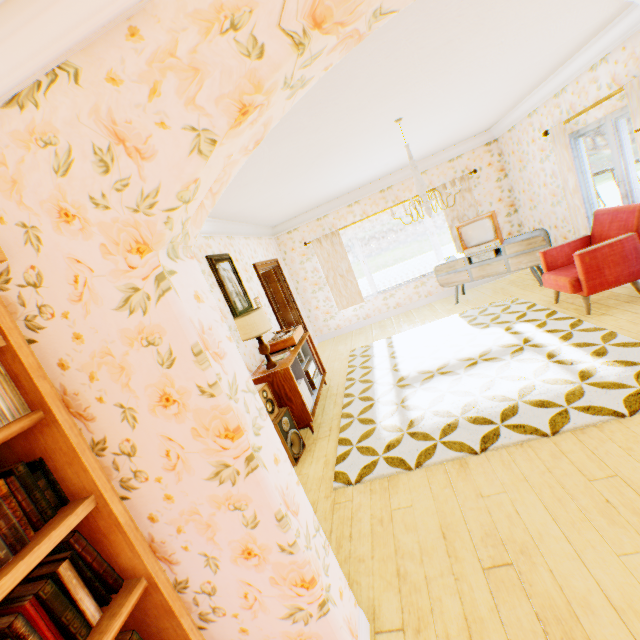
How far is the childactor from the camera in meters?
7.4

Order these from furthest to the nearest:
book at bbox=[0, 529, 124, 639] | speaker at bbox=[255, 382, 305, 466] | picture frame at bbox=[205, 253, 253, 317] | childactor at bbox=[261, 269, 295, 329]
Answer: childactor at bbox=[261, 269, 295, 329] → picture frame at bbox=[205, 253, 253, 317] → speaker at bbox=[255, 382, 305, 466] → book at bbox=[0, 529, 124, 639]

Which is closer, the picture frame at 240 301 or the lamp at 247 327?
the lamp at 247 327

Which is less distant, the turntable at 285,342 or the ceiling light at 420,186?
the ceiling light at 420,186

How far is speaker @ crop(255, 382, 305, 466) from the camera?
3.6 meters

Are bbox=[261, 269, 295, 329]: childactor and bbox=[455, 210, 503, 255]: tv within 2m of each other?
no

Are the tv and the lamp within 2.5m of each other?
no

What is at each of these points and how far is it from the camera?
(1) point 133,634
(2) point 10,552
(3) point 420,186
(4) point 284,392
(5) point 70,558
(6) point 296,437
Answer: (1) book, 1.3 meters
(2) book, 1.1 meters
(3) ceiling light, 3.9 meters
(4) cabinet, 4.0 meters
(5) book, 1.2 meters
(6) speaker, 3.9 meters
